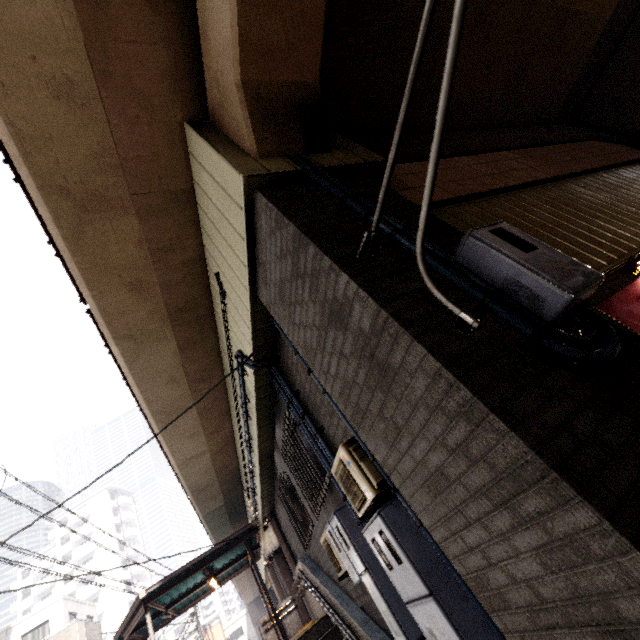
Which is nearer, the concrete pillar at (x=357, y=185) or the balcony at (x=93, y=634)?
the concrete pillar at (x=357, y=185)

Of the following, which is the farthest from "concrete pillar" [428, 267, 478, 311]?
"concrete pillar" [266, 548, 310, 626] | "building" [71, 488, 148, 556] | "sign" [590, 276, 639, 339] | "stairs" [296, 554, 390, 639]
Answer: "building" [71, 488, 148, 556]

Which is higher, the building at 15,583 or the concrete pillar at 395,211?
the building at 15,583

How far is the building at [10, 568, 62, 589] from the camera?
52.7 meters

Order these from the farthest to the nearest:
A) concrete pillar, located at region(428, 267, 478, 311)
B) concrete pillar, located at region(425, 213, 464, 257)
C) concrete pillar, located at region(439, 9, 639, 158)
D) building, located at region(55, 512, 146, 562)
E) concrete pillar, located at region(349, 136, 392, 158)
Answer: building, located at region(55, 512, 146, 562), concrete pillar, located at region(439, 9, 639, 158), concrete pillar, located at region(349, 136, 392, 158), concrete pillar, located at region(425, 213, 464, 257), concrete pillar, located at region(428, 267, 478, 311)

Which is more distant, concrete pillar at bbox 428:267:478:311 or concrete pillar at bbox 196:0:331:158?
concrete pillar at bbox 196:0:331:158

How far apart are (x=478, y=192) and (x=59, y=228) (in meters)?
5.45
